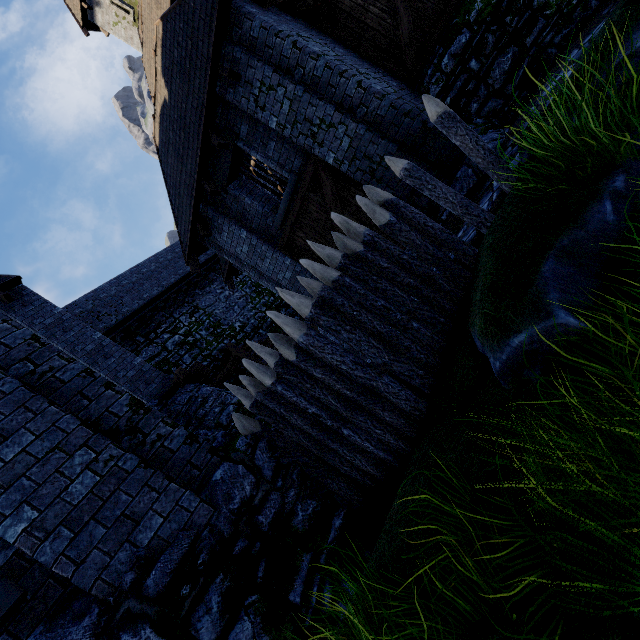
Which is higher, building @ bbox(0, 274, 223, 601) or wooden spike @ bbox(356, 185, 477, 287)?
building @ bbox(0, 274, 223, 601)

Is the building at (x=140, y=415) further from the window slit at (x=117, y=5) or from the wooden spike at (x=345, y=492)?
the window slit at (x=117, y=5)

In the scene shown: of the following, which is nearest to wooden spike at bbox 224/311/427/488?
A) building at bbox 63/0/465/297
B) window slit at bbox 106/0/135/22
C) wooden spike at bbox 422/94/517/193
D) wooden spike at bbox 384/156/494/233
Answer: wooden spike at bbox 384/156/494/233

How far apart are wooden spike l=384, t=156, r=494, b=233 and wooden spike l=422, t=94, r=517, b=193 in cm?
53

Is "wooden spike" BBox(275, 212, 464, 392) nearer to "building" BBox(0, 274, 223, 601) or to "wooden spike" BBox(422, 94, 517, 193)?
"building" BBox(0, 274, 223, 601)

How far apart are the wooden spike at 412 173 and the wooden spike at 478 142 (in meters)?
0.53

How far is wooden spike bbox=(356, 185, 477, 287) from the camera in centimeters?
405cm

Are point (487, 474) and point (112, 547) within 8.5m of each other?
yes
